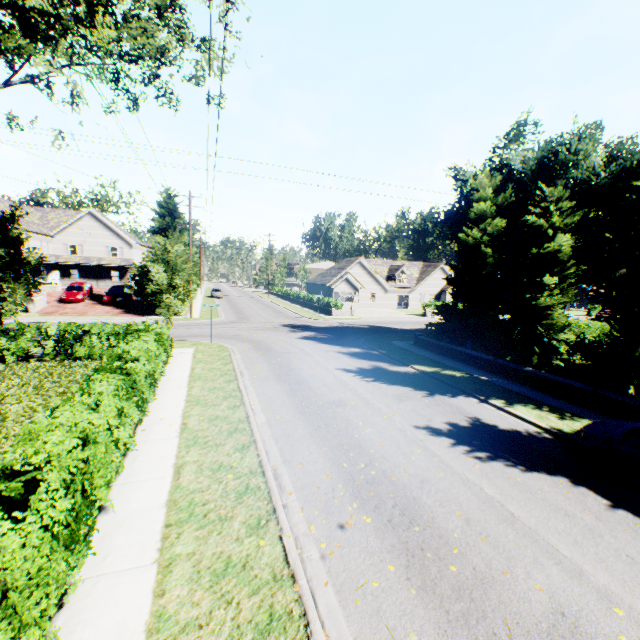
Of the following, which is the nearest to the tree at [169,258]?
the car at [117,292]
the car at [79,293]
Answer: the car at [117,292]

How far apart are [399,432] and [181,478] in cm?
603

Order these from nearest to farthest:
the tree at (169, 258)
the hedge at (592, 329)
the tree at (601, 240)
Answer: the tree at (601, 240)
the tree at (169, 258)
the hedge at (592, 329)

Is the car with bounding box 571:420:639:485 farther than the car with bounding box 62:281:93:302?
No

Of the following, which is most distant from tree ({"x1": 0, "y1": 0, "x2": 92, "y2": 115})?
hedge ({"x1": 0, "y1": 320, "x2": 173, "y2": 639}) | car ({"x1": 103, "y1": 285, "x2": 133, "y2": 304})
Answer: hedge ({"x1": 0, "y1": 320, "x2": 173, "y2": 639})

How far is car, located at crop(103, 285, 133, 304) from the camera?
32.69m

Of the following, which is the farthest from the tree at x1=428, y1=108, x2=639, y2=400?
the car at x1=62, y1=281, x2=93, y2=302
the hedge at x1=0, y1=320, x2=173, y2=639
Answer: the car at x1=62, y1=281, x2=93, y2=302

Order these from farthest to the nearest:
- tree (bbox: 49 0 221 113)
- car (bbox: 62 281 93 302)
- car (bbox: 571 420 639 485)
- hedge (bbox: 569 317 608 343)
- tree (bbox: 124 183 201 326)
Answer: car (bbox: 62 281 93 302), hedge (bbox: 569 317 608 343), tree (bbox: 124 183 201 326), tree (bbox: 49 0 221 113), car (bbox: 571 420 639 485)
